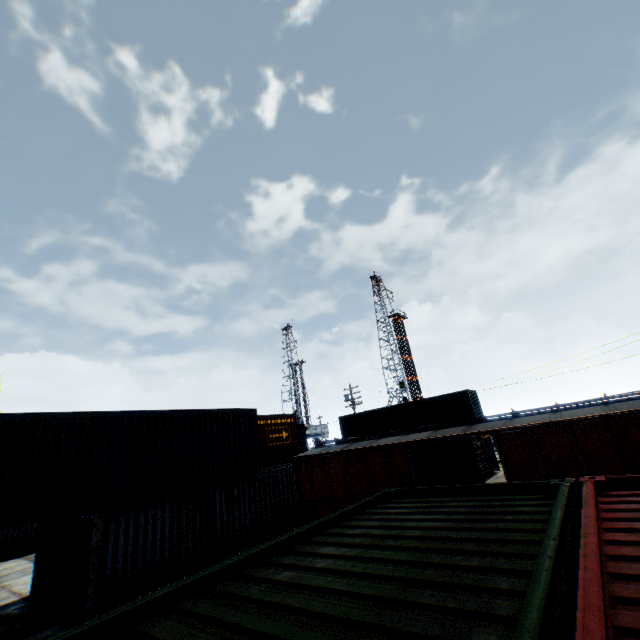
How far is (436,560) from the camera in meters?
2.5

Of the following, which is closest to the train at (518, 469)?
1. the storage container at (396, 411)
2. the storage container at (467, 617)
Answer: the storage container at (467, 617)

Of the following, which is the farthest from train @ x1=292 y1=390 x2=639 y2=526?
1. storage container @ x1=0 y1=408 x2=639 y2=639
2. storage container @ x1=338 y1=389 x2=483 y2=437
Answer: storage container @ x1=338 y1=389 x2=483 y2=437

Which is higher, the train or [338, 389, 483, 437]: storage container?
[338, 389, 483, 437]: storage container

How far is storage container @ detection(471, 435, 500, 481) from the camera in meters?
21.2

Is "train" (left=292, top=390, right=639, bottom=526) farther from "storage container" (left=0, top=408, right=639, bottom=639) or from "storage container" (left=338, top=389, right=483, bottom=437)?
"storage container" (left=338, top=389, right=483, bottom=437)

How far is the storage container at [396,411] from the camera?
24.3m
